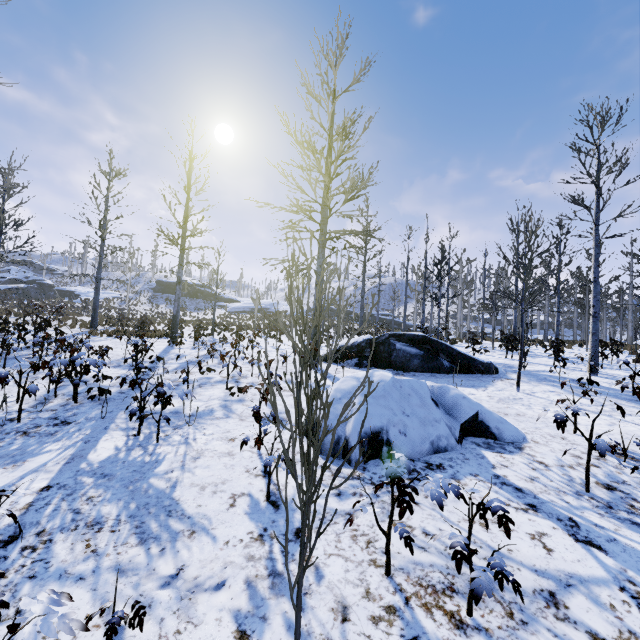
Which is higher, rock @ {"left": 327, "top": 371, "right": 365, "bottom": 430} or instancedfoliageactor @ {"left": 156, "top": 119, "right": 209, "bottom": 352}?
instancedfoliageactor @ {"left": 156, "top": 119, "right": 209, "bottom": 352}

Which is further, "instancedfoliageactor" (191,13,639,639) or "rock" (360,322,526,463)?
"rock" (360,322,526,463)

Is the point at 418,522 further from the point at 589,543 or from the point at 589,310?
the point at 589,310

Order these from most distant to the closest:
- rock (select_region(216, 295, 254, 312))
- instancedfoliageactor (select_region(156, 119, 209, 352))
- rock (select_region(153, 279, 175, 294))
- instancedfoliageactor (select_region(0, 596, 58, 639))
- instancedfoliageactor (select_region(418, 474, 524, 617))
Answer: rock (select_region(153, 279, 175, 294)), rock (select_region(216, 295, 254, 312)), instancedfoliageactor (select_region(156, 119, 209, 352)), instancedfoliageactor (select_region(418, 474, 524, 617)), instancedfoliageactor (select_region(0, 596, 58, 639))

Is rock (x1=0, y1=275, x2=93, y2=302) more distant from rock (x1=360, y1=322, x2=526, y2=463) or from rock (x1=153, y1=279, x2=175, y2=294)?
rock (x1=360, y1=322, x2=526, y2=463)

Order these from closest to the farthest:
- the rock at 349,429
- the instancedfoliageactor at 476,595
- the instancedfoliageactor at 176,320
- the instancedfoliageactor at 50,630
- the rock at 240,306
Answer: → the instancedfoliageactor at 50,630 < the instancedfoliageactor at 476,595 < the rock at 349,429 < the instancedfoliageactor at 176,320 < the rock at 240,306

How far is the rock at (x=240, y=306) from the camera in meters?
53.2
